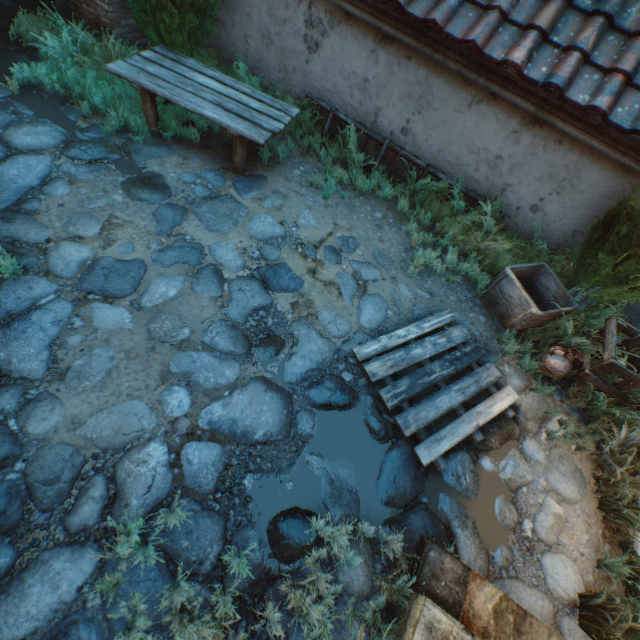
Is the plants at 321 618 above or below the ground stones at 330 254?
above

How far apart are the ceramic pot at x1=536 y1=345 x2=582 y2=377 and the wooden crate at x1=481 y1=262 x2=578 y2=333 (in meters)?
0.33

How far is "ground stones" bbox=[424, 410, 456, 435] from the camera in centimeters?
333cm

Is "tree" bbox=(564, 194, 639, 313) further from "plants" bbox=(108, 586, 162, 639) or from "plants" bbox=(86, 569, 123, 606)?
"plants" bbox=(86, 569, 123, 606)

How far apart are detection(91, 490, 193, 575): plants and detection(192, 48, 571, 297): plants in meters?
4.2 m

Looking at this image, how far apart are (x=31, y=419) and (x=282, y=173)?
4.28m

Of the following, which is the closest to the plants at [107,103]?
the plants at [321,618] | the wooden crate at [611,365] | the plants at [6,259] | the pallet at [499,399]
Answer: the plants at [6,259]

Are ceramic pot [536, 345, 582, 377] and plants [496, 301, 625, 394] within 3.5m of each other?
yes
